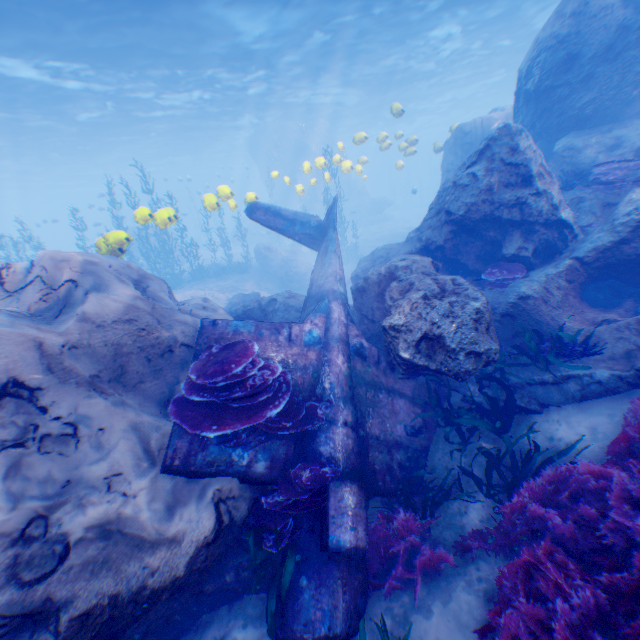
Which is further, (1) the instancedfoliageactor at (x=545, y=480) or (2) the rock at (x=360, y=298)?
(2) the rock at (x=360, y=298)

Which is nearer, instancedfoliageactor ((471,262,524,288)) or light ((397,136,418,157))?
instancedfoliageactor ((471,262,524,288))

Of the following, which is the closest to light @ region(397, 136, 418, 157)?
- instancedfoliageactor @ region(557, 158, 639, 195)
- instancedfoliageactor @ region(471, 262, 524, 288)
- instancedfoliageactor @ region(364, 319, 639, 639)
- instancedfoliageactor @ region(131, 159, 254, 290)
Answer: instancedfoliageactor @ region(131, 159, 254, 290)

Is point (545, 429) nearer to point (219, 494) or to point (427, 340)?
point (427, 340)

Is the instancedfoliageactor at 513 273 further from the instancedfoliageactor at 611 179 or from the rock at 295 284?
the instancedfoliageactor at 611 179

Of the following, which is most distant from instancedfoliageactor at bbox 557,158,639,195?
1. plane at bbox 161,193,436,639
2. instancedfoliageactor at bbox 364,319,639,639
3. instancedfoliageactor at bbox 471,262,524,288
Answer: plane at bbox 161,193,436,639

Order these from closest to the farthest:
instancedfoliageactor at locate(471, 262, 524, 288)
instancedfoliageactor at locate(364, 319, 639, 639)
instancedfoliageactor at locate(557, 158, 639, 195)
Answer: instancedfoliageactor at locate(364, 319, 639, 639) → instancedfoliageactor at locate(471, 262, 524, 288) → instancedfoliageactor at locate(557, 158, 639, 195)

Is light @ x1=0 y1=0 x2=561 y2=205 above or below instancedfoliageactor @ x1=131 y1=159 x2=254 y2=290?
above
